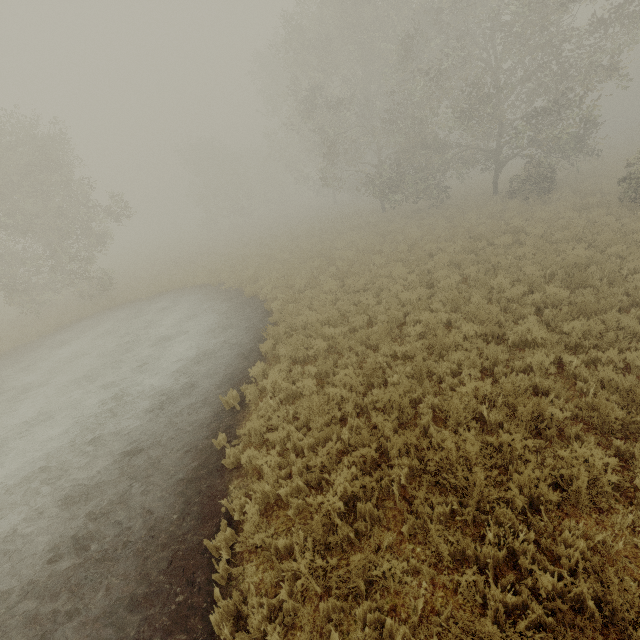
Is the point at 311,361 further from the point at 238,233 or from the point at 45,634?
the point at 238,233
